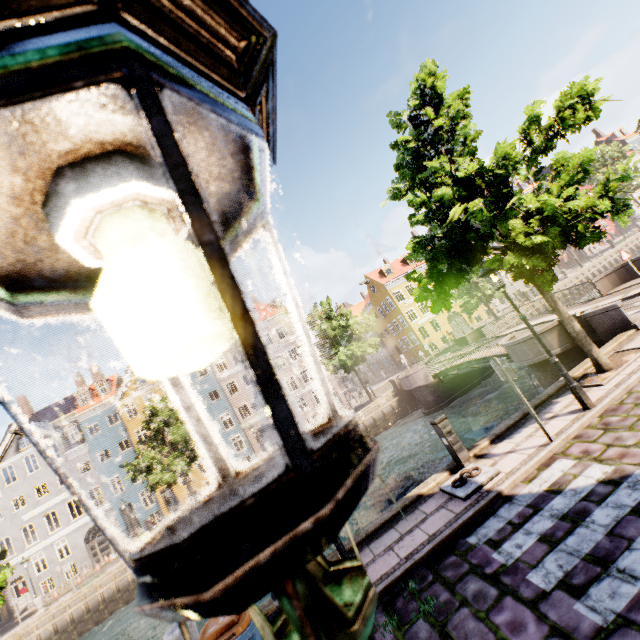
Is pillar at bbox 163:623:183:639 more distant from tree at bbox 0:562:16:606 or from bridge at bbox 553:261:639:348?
bridge at bbox 553:261:639:348

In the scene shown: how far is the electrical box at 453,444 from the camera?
7.42m

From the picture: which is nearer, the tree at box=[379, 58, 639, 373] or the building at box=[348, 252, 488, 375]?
the tree at box=[379, 58, 639, 373]

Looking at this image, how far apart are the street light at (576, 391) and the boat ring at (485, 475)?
2.4m

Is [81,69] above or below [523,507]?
above

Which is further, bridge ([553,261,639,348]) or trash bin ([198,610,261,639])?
bridge ([553,261,639,348])

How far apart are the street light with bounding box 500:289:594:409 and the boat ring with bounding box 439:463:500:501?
2.4m

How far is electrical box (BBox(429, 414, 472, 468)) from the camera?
7.42m
